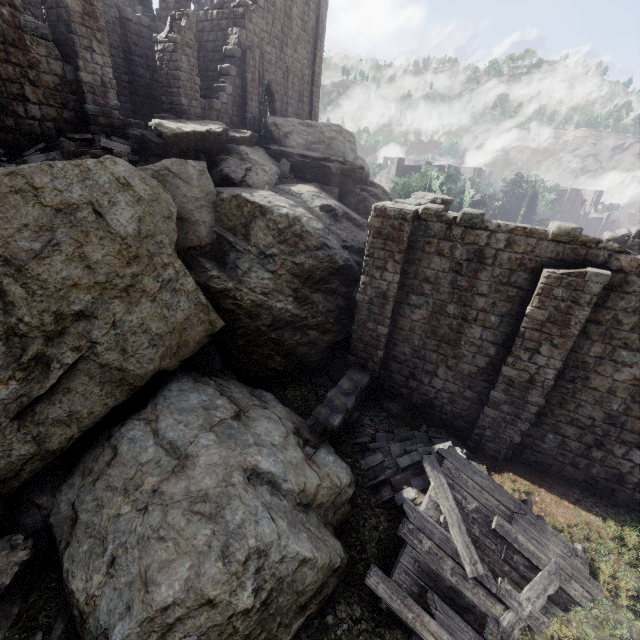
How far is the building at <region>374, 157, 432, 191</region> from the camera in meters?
50.5 m

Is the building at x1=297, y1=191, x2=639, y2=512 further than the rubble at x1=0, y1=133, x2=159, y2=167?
No

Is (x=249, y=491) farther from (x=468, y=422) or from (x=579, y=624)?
(x=468, y=422)

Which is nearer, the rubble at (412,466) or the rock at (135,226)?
the rock at (135,226)

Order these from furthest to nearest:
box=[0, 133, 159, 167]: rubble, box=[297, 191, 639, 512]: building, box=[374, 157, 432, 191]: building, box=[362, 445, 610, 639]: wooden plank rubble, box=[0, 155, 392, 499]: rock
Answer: box=[374, 157, 432, 191]: building, box=[0, 133, 159, 167]: rubble, box=[297, 191, 639, 512]: building, box=[0, 155, 392, 499]: rock, box=[362, 445, 610, 639]: wooden plank rubble

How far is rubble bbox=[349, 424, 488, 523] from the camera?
8.8m

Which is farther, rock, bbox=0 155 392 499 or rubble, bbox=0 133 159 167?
rubble, bbox=0 133 159 167

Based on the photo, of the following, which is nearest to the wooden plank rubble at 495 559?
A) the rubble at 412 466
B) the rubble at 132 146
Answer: the rubble at 412 466
